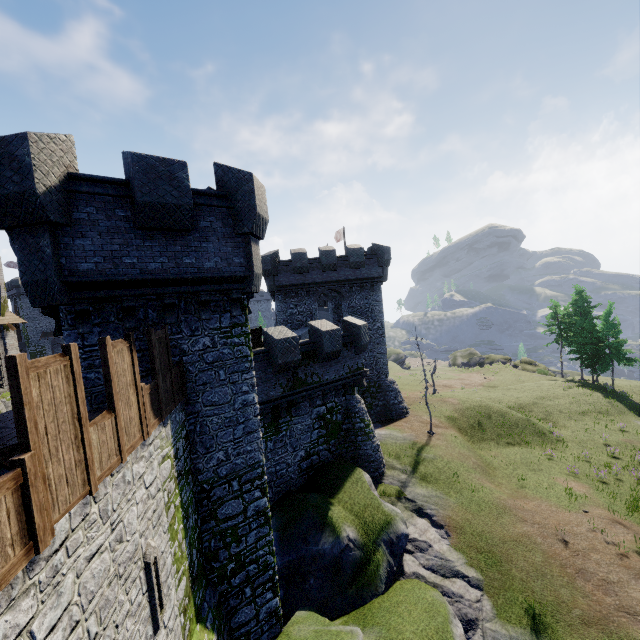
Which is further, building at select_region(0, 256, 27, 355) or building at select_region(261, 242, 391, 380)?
building at select_region(261, 242, 391, 380)

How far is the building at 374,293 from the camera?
27.97m

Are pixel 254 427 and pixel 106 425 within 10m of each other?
yes

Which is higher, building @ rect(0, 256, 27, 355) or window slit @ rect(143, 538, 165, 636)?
building @ rect(0, 256, 27, 355)

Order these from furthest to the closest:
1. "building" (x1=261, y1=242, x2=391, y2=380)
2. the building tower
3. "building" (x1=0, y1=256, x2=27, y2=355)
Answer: "building" (x1=261, y1=242, x2=391, y2=380), "building" (x1=0, y1=256, x2=27, y2=355), the building tower

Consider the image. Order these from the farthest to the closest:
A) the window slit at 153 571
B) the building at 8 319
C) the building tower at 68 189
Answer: A: the building at 8 319, the building tower at 68 189, the window slit at 153 571

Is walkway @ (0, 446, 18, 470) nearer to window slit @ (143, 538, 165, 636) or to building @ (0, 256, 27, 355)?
window slit @ (143, 538, 165, 636)

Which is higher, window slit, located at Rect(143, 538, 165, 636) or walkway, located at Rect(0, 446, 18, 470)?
walkway, located at Rect(0, 446, 18, 470)
